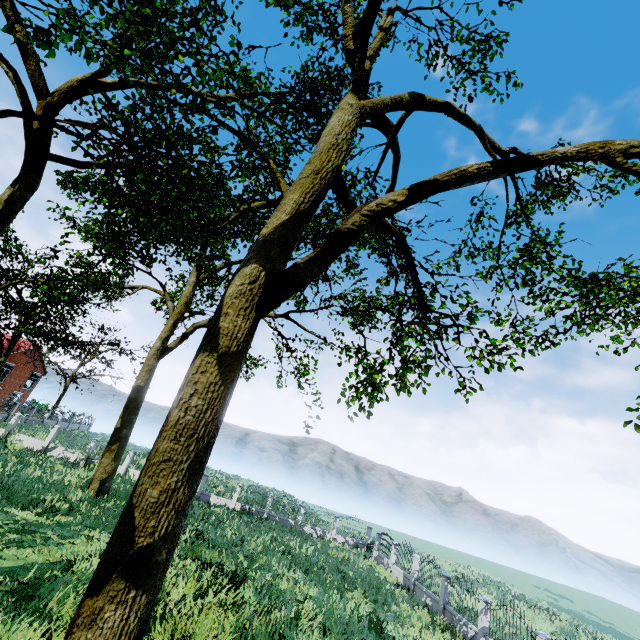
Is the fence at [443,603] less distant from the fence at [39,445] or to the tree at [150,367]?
the tree at [150,367]

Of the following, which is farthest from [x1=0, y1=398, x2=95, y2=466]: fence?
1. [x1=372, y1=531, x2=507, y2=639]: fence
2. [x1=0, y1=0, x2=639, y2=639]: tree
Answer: [x1=372, y1=531, x2=507, y2=639]: fence

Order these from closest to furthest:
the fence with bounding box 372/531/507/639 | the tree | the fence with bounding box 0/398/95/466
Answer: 1. the tree
2. the fence with bounding box 372/531/507/639
3. the fence with bounding box 0/398/95/466

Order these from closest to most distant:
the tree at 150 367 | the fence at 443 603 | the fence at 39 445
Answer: the tree at 150 367 → the fence at 443 603 → the fence at 39 445

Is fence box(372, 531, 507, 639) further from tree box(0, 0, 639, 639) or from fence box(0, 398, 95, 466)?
fence box(0, 398, 95, 466)

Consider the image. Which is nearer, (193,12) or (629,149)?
(629,149)
